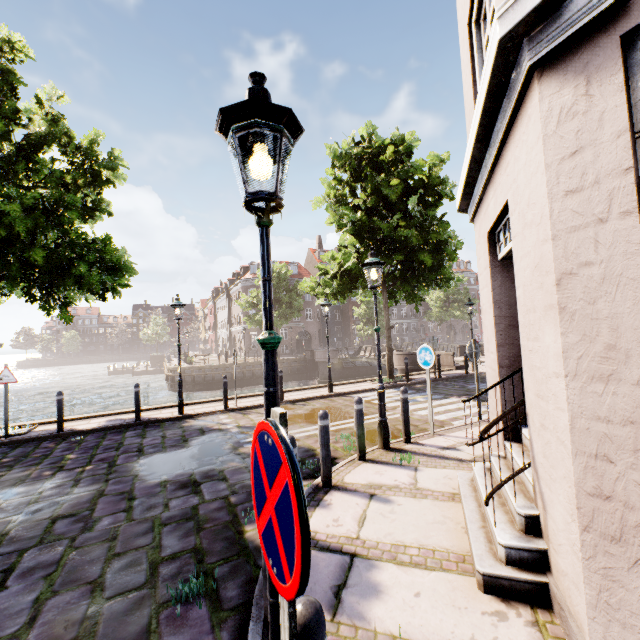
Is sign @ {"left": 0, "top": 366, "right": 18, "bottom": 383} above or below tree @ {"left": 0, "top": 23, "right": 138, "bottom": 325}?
below

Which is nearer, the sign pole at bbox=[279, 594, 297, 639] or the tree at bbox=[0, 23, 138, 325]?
the sign pole at bbox=[279, 594, 297, 639]

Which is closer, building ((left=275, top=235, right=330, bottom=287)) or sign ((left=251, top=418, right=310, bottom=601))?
sign ((left=251, top=418, right=310, bottom=601))

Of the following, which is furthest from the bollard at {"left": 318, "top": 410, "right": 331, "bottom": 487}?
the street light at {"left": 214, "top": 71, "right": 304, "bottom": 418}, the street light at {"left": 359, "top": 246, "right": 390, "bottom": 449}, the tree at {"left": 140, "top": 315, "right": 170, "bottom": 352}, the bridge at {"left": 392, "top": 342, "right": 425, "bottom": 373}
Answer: the tree at {"left": 140, "top": 315, "right": 170, "bottom": 352}

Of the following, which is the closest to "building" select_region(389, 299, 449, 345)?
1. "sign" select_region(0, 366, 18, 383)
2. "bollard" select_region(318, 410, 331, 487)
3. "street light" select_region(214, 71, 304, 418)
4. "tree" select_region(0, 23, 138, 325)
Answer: "tree" select_region(0, 23, 138, 325)

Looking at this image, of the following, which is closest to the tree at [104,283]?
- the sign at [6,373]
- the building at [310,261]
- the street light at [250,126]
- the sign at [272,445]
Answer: the sign at [6,373]

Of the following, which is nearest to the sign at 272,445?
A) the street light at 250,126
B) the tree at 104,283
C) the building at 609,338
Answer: the street light at 250,126

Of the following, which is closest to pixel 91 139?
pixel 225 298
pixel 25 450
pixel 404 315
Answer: pixel 25 450
